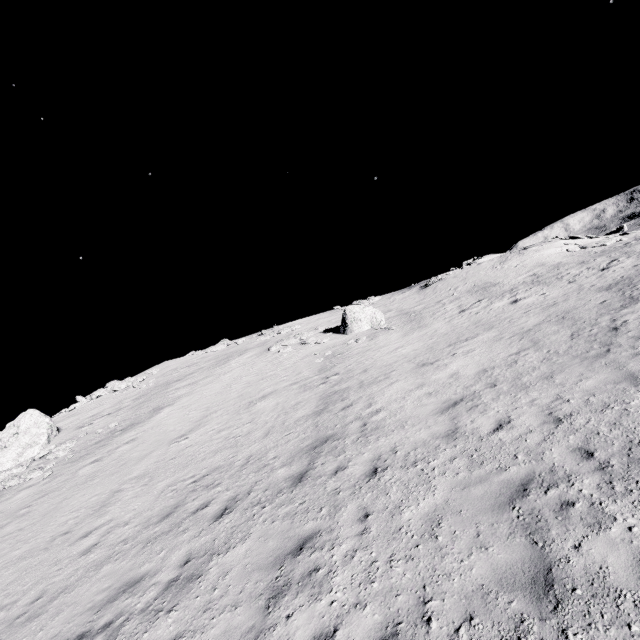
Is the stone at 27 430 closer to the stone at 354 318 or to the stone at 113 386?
the stone at 113 386

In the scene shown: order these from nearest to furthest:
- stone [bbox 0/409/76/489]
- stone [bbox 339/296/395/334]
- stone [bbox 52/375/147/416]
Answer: stone [bbox 0/409/76/489]
stone [bbox 339/296/395/334]
stone [bbox 52/375/147/416]

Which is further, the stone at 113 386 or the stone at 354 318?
the stone at 113 386

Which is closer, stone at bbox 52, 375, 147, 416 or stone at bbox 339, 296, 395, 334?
stone at bbox 339, 296, 395, 334

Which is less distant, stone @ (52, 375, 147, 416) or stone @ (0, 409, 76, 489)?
stone @ (0, 409, 76, 489)

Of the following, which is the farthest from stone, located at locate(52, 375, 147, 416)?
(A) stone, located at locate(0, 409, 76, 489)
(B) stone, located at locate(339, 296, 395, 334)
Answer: (B) stone, located at locate(339, 296, 395, 334)

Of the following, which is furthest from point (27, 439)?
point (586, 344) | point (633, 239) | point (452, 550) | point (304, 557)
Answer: point (633, 239)

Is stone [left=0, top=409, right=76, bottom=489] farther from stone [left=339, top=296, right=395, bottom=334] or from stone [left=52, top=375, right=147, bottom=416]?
stone [left=339, top=296, right=395, bottom=334]
